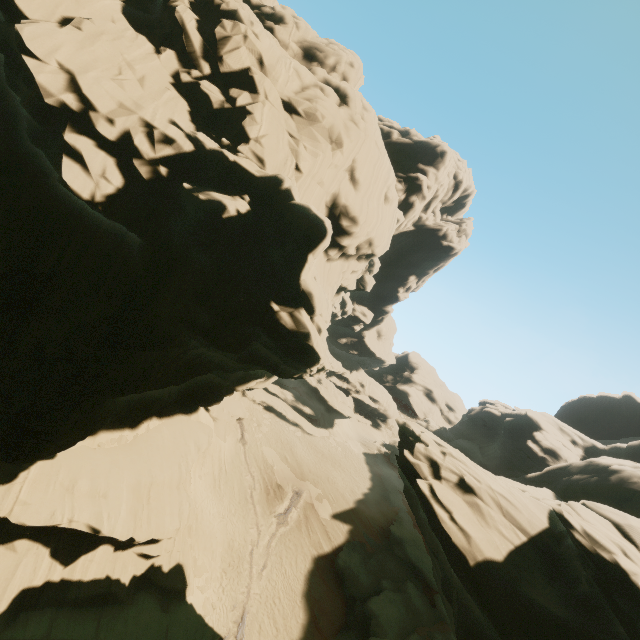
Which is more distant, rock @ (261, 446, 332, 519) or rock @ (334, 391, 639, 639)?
rock @ (261, 446, 332, 519)

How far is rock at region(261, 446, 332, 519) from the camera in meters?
33.4 m

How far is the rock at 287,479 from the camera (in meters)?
33.41

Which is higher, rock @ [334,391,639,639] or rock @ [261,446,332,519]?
rock @ [334,391,639,639]

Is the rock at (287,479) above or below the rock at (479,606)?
below

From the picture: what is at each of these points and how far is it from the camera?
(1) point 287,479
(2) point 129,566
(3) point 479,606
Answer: (1) rock, 34.47m
(2) rock, 18.67m
(3) rock, 12.55m

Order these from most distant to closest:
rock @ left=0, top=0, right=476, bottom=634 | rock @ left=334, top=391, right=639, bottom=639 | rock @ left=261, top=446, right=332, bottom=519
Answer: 1. rock @ left=261, top=446, right=332, bottom=519
2. rock @ left=0, top=0, right=476, bottom=634
3. rock @ left=334, top=391, right=639, bottom=639
